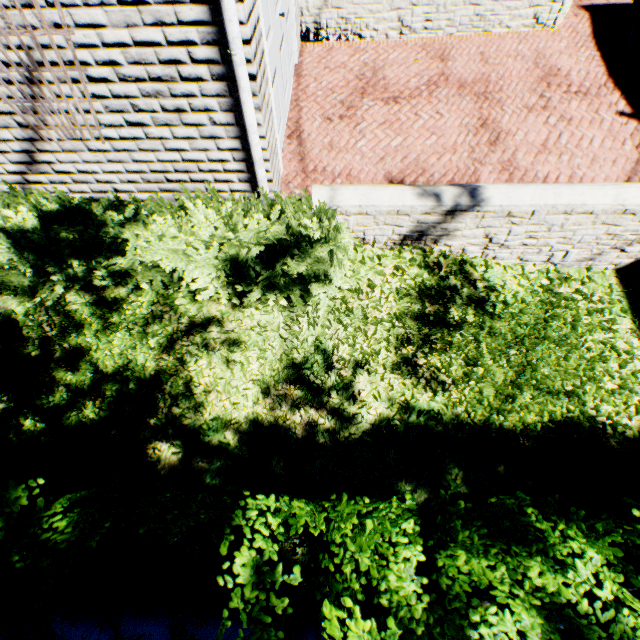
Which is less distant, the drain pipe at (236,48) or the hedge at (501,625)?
the hedge at (501,625)

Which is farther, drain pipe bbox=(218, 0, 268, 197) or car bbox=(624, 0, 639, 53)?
car bbox=(624, 0, 639, 53)

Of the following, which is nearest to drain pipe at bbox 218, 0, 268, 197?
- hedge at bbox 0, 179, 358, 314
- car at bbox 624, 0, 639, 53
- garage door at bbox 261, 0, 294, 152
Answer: hedge at bbox 0, 179, 358, 314

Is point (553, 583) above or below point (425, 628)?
above

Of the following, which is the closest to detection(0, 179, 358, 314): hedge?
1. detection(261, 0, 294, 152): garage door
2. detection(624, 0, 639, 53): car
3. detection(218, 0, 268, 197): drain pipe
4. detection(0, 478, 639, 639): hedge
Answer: Answer: detection(218, 0, 268, 197): drain pipe

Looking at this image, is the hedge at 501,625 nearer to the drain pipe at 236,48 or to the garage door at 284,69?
the drain pipe at 236,48

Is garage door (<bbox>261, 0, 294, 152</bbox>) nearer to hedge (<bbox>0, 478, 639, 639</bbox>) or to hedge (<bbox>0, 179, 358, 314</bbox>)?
hedge (<bbox>0, 179, 358, 314</bbox>)

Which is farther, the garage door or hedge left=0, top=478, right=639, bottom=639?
the garage door
